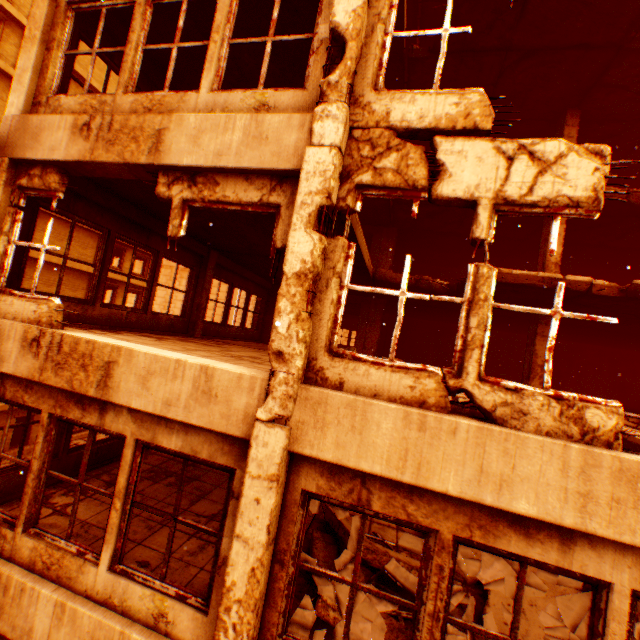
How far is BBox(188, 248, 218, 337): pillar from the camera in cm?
934

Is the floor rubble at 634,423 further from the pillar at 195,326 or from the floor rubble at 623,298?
the pillar at 195,326

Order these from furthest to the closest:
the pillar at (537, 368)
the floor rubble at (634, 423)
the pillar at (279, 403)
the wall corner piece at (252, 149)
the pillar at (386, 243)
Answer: the pillar at (386, 243)
the pillar at (537, 368)
the floor rubble at (634, 423)
the wall corner piece at (252, 149)
the pillar at (279, 403)

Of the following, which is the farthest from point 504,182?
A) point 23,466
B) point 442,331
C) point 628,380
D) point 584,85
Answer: point 628,380

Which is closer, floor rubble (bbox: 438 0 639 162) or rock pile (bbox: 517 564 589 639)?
rock pile (bbox: 517 564 589 639)

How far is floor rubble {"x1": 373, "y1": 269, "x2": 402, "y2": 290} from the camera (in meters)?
9.59

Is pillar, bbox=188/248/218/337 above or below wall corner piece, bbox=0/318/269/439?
above

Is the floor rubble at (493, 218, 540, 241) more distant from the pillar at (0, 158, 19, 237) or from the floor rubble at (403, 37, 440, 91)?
the pillar at (0, 158, 19, 237)
